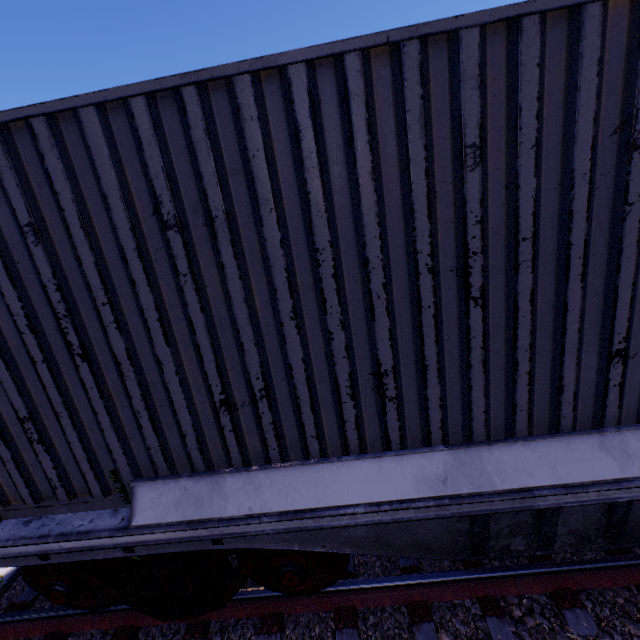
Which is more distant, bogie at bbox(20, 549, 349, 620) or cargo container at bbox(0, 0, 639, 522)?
bogie at bbox(20, 549, 349, 620)

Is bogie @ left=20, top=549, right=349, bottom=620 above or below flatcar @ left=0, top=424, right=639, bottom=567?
below

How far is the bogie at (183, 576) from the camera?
2.51m

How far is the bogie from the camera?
2.5 meters

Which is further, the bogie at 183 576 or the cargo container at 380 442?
the bogie at 183 576

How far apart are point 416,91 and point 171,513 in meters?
3.0

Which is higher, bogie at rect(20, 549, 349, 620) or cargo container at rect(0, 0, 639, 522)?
cargo container at rect(0, 0, 639, 522)

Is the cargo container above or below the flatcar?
above
